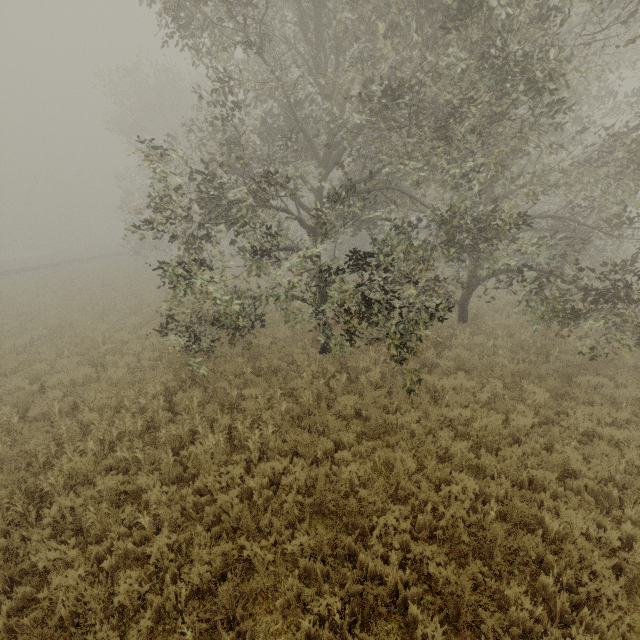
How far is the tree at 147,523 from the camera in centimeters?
527cm

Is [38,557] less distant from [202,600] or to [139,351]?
[202,600]

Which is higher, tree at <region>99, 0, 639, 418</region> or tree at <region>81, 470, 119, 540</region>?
tree at <region>99, 0, 639, 418</region>

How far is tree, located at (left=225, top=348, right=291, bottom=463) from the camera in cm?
718

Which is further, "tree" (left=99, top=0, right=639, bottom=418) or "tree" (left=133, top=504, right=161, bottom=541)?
"tree" (left=99, top=0, right=639, bottom=418)

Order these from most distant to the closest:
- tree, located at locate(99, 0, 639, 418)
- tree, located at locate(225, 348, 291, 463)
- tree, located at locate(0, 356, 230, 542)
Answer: tree, located at locate(225, 348, 291, 463) → tree, located at locate(99, 0, 639, 418) → tree, located at locate(0, 356, 230, 542)
